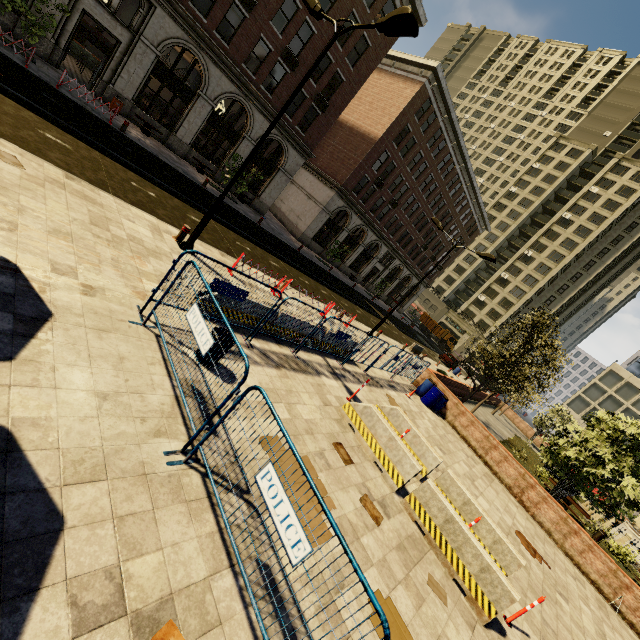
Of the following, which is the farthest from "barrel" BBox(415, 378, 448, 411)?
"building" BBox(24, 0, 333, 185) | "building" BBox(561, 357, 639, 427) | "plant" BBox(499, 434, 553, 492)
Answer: "building" BBox(561, 357, 639, 427)

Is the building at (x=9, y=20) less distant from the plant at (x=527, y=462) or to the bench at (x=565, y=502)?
the plant at (x=527, y=462)

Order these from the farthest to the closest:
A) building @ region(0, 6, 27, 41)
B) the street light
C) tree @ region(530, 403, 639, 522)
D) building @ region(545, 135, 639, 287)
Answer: building @ region(545, 135, 639, 287) → building @ region(0, 6, 27, 41) → tree @ region(530, 403, 639, 522) → the street light

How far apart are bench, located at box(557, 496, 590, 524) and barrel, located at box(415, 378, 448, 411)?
10.7m

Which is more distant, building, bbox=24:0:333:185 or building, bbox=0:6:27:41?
building, bbox=24:0:333:185

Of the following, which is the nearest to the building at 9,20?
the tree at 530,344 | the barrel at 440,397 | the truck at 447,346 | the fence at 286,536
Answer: the tree at 530,344

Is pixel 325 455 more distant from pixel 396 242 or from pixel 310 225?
pixel 396 242

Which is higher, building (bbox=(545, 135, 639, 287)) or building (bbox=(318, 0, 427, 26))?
building (bbox=(545, 135, 639, 287))
